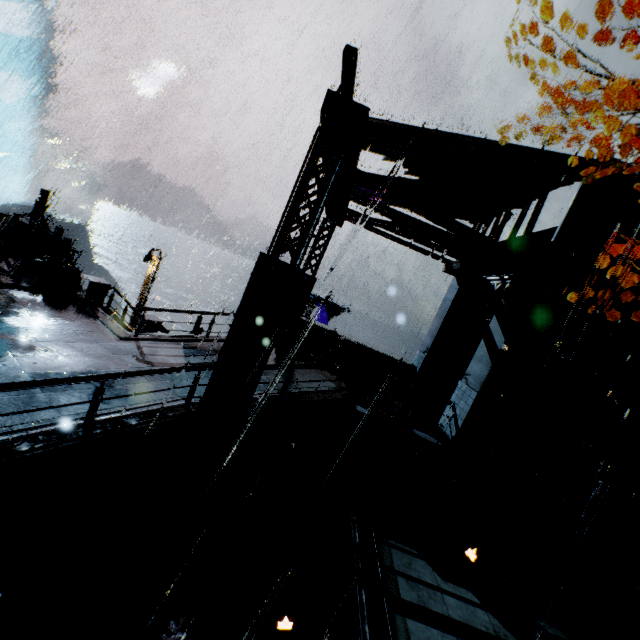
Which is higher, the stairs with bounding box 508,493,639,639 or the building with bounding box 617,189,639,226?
the building with bounding box 617,189,639,226

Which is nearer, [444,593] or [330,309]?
[444,593]

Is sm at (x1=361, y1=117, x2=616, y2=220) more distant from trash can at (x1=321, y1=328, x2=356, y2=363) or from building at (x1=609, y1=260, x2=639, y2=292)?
trash can at (x1=321, y1=328, x2=356, y2=363)

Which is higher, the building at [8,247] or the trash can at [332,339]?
the trash can at [332,339]

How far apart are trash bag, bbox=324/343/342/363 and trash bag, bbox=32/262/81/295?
10.8m

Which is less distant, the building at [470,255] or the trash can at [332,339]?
the building at [470,255]

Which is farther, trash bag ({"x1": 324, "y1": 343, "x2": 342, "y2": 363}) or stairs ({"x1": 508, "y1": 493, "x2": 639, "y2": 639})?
trash bag ({"x1": 324, "y1": 343, "x2": 342, "y2": 363})

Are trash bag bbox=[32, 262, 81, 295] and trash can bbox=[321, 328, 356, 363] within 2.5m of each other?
no
